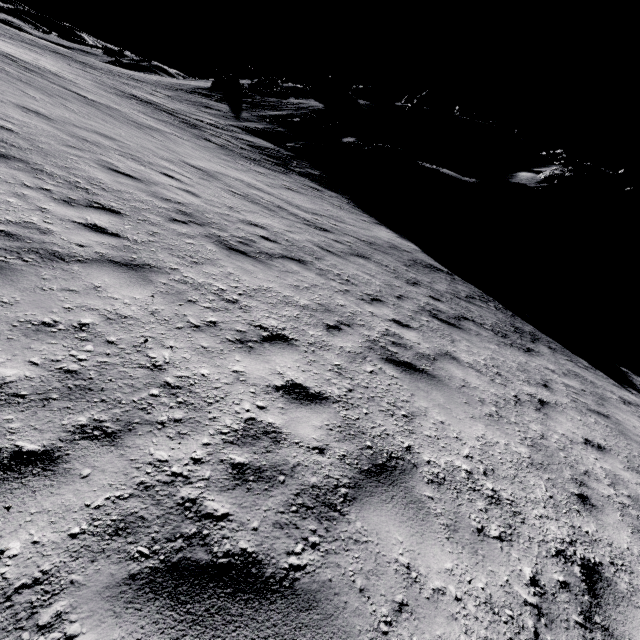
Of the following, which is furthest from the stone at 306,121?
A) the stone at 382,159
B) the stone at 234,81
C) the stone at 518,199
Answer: the stone at 518,199

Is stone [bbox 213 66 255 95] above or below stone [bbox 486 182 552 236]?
above

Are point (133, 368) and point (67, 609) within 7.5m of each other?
yes

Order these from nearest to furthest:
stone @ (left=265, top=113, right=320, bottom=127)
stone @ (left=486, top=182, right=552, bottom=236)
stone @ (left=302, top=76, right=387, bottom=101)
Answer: stone @ (left=486, top=182, right=552, bottom=236) < stone @ (left=265, top=113, right=320, bottom=127) < stone @ (left=302, top=76, right=387, bottom=101)

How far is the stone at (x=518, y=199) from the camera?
22.4 meters

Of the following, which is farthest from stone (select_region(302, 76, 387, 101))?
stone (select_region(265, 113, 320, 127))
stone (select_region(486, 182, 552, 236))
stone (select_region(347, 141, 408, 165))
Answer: stone (select_region(486, 182, 552, 236))

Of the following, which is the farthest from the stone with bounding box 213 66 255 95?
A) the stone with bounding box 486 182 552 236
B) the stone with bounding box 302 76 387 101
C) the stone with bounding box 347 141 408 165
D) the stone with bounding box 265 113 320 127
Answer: the stone with bounding box 486 182 552 236
